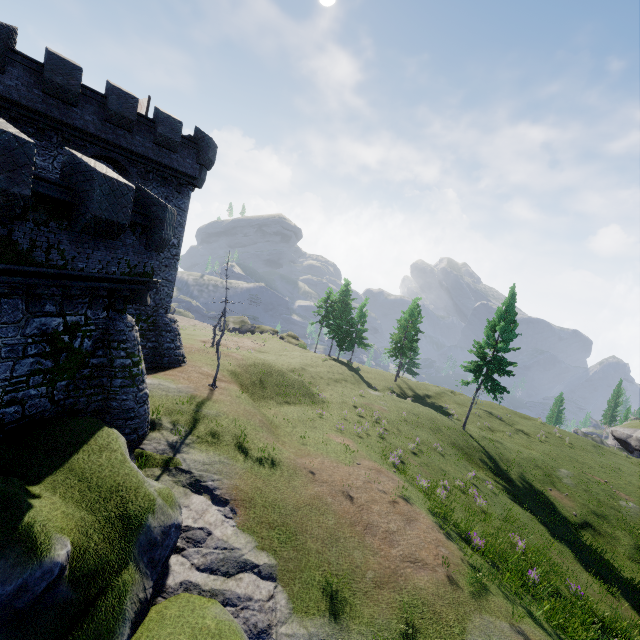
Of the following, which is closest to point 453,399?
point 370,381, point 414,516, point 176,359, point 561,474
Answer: point 370,381
